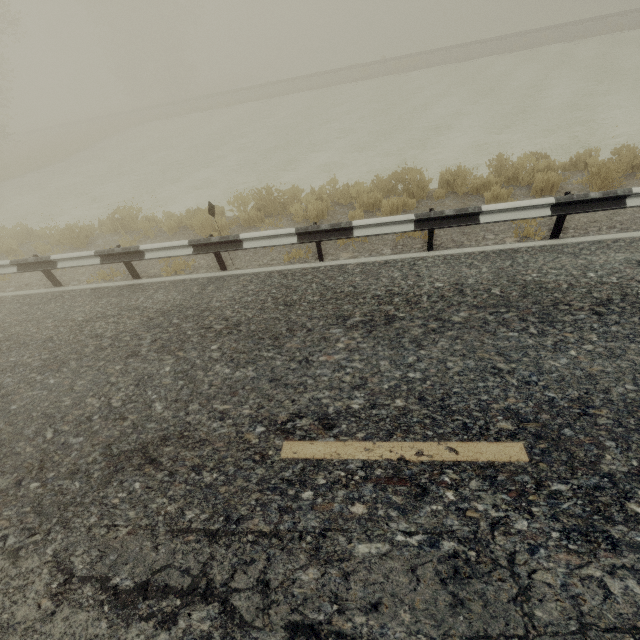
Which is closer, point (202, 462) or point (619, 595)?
point (619, 595)
